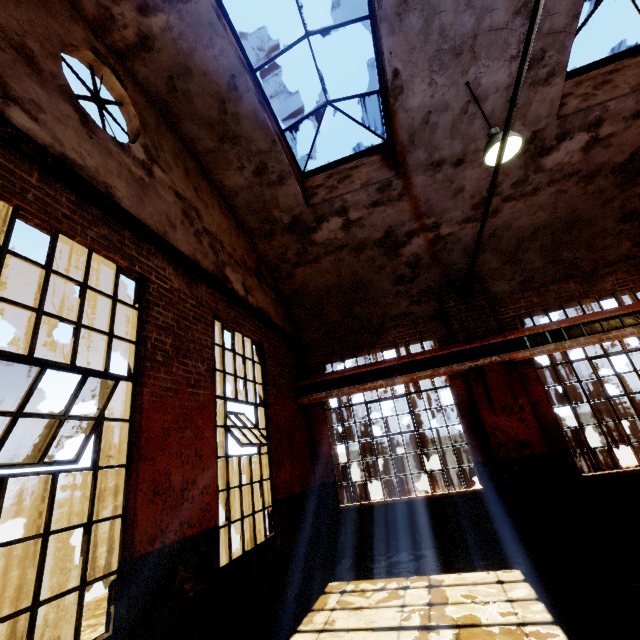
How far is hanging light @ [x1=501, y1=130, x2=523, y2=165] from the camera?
4.6 meters

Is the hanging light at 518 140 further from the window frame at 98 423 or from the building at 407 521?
the window frame at 98 423

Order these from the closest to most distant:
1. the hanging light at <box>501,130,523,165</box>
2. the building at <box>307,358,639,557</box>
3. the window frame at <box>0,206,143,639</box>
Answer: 1. the window frame at <box>0,206,143,639</box>
2. the hanging light at <box>501,130,523,165</box>
3. the building at <box>307,358,639,557</box>

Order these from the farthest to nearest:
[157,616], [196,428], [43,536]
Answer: [196,428] < [157,616] < [43,536]

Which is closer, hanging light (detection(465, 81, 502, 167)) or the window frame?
the window frame

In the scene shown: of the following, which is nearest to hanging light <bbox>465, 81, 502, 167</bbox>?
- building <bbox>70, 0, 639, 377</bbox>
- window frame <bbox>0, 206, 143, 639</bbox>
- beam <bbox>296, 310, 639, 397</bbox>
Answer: building <bbox>70, 0, 639, 377</bbox>

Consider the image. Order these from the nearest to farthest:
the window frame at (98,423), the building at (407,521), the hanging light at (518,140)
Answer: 1. the window frame at (98,423)
2. the hanging light at (518,140)
3. the building at (407,521)
